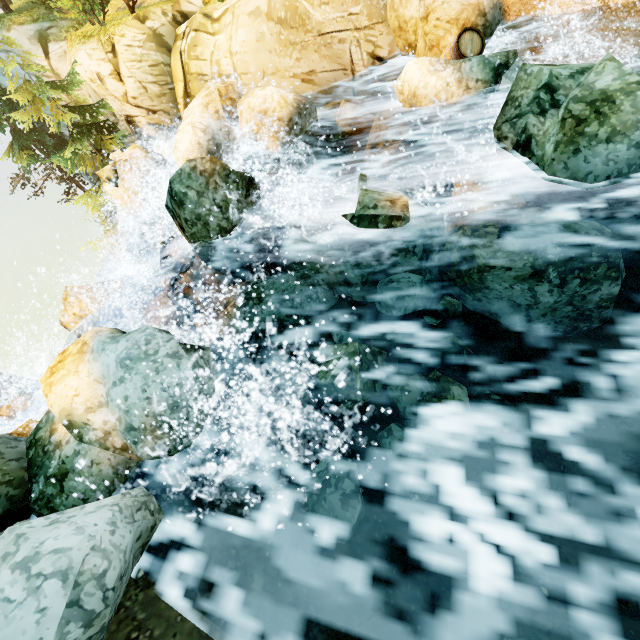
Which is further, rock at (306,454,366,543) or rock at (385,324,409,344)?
rock at (385,324,409,344)

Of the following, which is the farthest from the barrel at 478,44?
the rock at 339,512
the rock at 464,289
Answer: the rock at 339,512

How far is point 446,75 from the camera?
6.3m

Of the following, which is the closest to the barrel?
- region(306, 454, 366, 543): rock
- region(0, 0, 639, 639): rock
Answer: region(0, 0, 639, 639): rock

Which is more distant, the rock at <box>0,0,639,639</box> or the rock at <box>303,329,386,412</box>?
the rock at <box>303,329,386,412</box>

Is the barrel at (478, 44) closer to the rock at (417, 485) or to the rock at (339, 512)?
the rock at (417, 485)

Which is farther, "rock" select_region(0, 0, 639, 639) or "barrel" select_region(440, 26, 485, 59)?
"barrel" select_region(440, 26, 485, 59)

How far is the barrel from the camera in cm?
653
